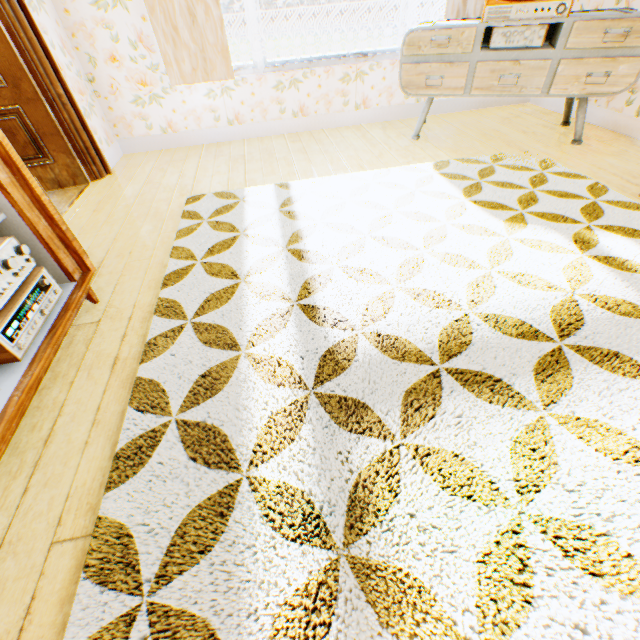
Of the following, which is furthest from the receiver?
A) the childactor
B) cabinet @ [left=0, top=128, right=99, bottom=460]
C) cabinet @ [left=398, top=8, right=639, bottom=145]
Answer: cabinet @ [left=398, top=8, right=639, bottom=145]

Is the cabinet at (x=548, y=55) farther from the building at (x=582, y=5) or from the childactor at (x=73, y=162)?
the childactor at (x=73, y=162)

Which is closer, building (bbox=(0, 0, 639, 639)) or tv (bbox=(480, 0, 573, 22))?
building (bbox=(0, 0, 639, 639))

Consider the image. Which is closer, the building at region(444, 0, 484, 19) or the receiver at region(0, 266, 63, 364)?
the receiver at region(0, 266, 63, 364)

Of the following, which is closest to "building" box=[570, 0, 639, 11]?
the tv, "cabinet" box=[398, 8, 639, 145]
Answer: "cabinet" box=[398, 8, 639, 145]

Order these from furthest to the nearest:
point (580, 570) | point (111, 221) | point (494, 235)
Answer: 1. point (111, 221)
2. point (494, 235)
3. point (580, 570)

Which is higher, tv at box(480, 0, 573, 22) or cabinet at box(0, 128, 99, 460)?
tv at box(480, 0, 573, 22)

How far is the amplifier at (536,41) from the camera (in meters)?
2.78
